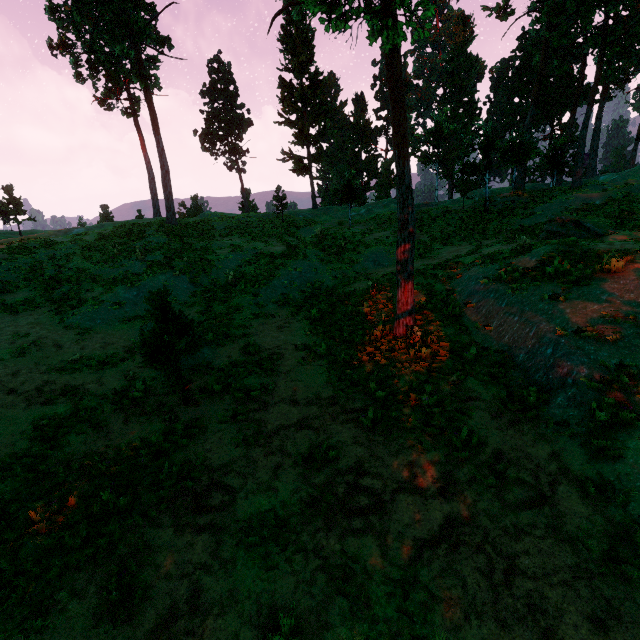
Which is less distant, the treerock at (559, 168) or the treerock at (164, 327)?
the treerock at (164, 327)

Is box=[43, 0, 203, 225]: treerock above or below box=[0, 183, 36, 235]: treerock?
above

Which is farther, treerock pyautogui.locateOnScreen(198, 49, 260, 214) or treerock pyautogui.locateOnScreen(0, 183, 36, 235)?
treerock pyautogui.locateOnScreen(198, 49, 260, 214)

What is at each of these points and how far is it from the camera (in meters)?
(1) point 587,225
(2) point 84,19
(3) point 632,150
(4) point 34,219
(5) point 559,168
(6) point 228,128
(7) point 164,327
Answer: (1) treerock, 16.31
(2) treerock, 30.59
(3) treerock, 49.47
(4) treerock, 41.69
(5) treerock, 32.25
(6) treerock, 45.03
(7) treerock, 8.37

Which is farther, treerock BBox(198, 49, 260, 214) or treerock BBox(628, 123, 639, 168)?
treerock BBox(628, 123, 639, 168)

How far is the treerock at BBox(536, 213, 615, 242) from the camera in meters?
15.9

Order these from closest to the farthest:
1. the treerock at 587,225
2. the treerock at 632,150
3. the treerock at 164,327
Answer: the treerock at 164,327 < the treerock at 587,225 < the treerock at 632,150
